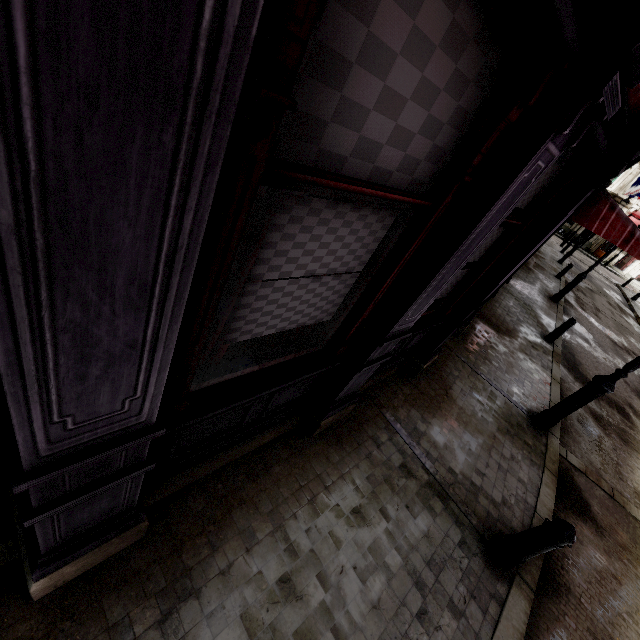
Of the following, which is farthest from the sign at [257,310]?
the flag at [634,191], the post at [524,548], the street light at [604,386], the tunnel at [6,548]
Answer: the flag at [634,191]

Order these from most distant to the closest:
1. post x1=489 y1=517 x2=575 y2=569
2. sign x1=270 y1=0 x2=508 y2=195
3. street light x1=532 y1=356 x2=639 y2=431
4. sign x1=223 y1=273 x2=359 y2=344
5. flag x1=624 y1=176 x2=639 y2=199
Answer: flag x1=624 y1=176 x2=639 y2=199 < street light x1=532 y1=356 x2=639 y2=431 < post x1=489 y1=517 x2=575 y2=569 < sign x1=223 y1=273 x2=359 y2=344 < sign x1=270 y1=0 x2=508 y2=195

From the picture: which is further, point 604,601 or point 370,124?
point 604,601

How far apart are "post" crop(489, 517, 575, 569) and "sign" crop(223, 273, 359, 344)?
3.2 meters

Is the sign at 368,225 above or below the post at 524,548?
above

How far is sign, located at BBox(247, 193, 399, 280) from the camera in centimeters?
153cm
